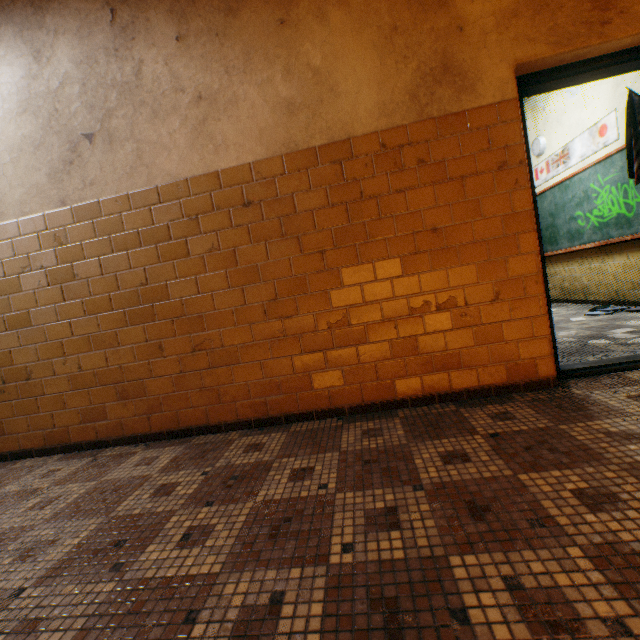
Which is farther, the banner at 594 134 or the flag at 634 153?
the banner at 594 134

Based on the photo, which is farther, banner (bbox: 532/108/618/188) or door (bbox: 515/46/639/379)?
banner (bbox: 532/108/618/188)

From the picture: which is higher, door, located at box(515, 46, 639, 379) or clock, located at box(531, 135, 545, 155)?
clock, located at box(531, 135, 545, 155)

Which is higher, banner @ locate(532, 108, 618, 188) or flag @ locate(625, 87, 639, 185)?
banner @ locate(532, 108, 618, 188)

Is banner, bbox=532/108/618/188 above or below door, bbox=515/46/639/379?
above

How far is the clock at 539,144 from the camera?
5.9m

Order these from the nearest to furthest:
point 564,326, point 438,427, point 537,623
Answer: point 537,623 < point 438,427 < point 564,326

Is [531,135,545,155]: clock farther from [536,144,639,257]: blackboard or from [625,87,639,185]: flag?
[625,87,639,185]: flag
